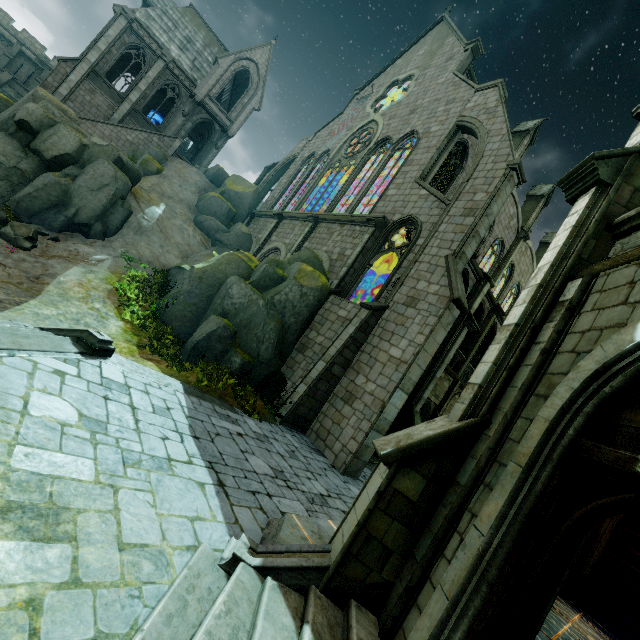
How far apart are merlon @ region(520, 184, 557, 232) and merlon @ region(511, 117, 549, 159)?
4.6 meters

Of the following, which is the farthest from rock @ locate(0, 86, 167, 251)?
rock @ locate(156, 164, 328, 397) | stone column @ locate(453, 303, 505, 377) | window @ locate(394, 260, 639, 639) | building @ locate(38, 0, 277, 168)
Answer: stone column @ locate(453, 303, 505, 377)

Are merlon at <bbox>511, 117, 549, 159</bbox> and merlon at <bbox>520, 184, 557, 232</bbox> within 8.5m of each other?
yes

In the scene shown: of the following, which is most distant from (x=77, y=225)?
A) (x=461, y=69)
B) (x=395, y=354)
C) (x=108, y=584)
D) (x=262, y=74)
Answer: (x=262, y=74)

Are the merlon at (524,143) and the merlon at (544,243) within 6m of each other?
no

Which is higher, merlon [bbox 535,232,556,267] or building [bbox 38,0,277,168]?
merlon [bbox 535,232,556,267]

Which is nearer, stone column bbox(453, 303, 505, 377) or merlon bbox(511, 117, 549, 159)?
stone column bbox(453, 303, 505, 377)

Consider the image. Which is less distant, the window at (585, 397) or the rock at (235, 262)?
the window at (585, 397)
